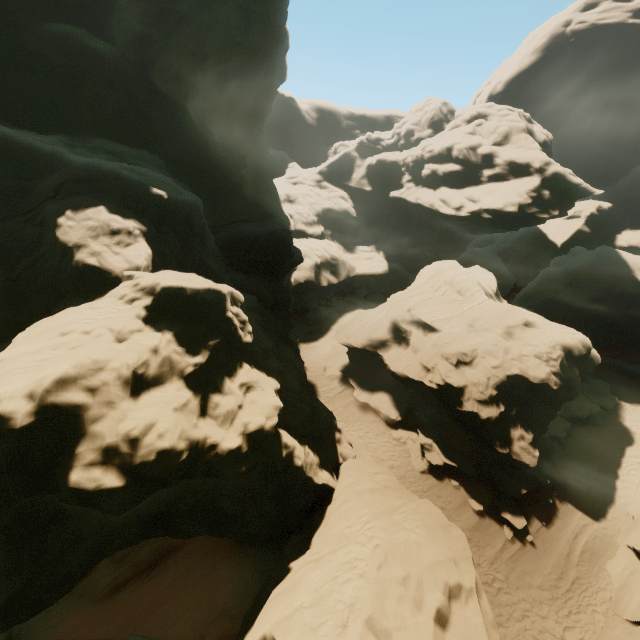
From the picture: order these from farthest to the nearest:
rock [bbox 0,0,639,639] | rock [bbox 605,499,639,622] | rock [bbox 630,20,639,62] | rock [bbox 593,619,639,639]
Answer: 1. rock [bbox 630,20,639,62]
2. rock [bbox 605,499,639,622]
3. rock [bbox 593,619,639,639]
4. rock [bbox 0,0,639,639]

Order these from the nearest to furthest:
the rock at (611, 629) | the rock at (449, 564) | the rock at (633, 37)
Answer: the rock at (449, 564) → the rock at (611, 629) → the rock at (633, 37)

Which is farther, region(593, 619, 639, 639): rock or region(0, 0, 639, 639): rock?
region(593, 619, 639, 639): rock

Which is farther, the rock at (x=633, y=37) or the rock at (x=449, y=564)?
the rock at (x=633, y=37)

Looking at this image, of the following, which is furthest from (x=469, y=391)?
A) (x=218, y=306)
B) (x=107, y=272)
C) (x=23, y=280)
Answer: (x=23, y=280)

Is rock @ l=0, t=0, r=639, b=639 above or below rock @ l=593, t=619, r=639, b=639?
above
